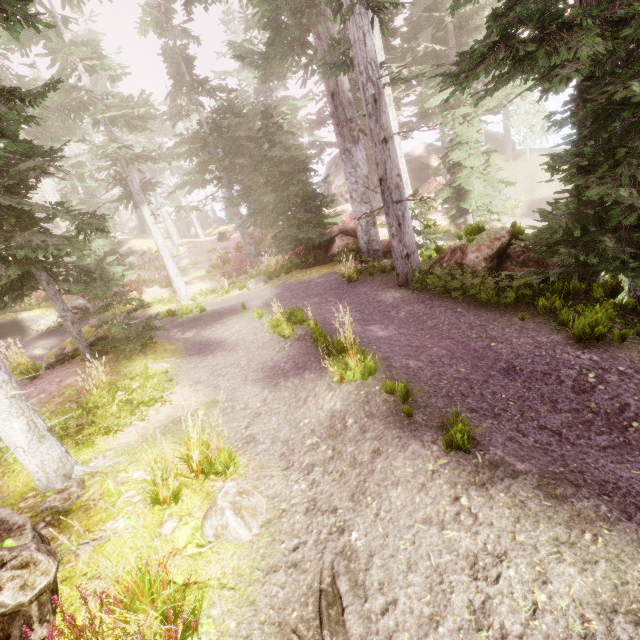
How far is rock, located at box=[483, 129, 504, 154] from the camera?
32.2 meters

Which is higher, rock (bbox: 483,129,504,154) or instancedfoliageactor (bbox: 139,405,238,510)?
rock (bbox: 483,129,504,154)

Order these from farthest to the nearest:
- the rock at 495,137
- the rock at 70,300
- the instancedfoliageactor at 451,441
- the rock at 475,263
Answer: the rock at 495,137
the rock at 70,300
the rock at 475,263
the instancedfoliageactor at 451,441

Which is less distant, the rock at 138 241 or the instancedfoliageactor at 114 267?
the instancedfoliageactor at 114 267

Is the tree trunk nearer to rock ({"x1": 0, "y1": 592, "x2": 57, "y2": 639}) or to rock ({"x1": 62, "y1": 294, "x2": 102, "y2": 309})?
rock ({"x1": 0, "y1": 592, "x2": 57, "y2": 639})

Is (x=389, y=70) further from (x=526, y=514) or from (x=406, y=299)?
(x=526, y=514)

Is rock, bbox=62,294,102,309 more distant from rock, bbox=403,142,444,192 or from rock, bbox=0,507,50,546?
rock, bbox=403,142,444,192
